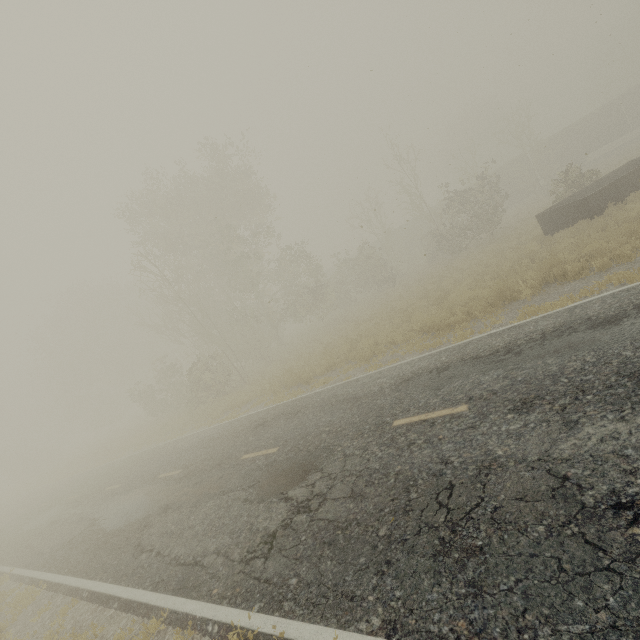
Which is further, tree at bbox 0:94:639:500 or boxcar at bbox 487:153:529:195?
boxcar at bbox 487:153:529:195

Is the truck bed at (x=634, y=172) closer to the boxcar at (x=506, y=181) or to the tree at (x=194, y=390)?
the tree at (x=194, y=390)

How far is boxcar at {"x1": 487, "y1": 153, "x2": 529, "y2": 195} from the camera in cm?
3794

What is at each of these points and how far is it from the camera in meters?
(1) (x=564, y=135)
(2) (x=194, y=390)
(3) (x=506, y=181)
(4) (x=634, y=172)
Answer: (1) boxcar, 35.9 m
(2) tree, 20.9 m
(3) boxcar, 39.0 m
(4) truck bed, 13.4 m

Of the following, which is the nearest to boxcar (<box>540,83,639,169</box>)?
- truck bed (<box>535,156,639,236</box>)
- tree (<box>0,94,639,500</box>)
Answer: tree (<box>0,94,639,500</box>)

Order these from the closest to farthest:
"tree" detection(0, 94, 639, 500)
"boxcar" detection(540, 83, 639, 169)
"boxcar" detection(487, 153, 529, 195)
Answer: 1. "tree" detection(0, 94, 639, 500)
2. "boxcar" detection(540, 83, 639, 169)
3. "boxcar" detection(487, 153, 529, 195)

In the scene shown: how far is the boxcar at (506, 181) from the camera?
37.9m
